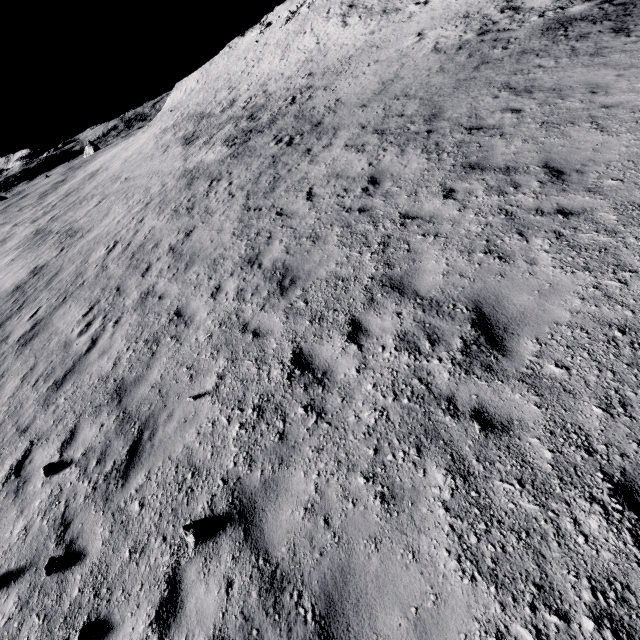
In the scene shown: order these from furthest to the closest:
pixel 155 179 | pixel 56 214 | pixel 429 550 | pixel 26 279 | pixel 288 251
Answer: pixel 56 214 < pixel 155 179 < pixel 26 279 < pixel 288 251 < pixel 429 550
